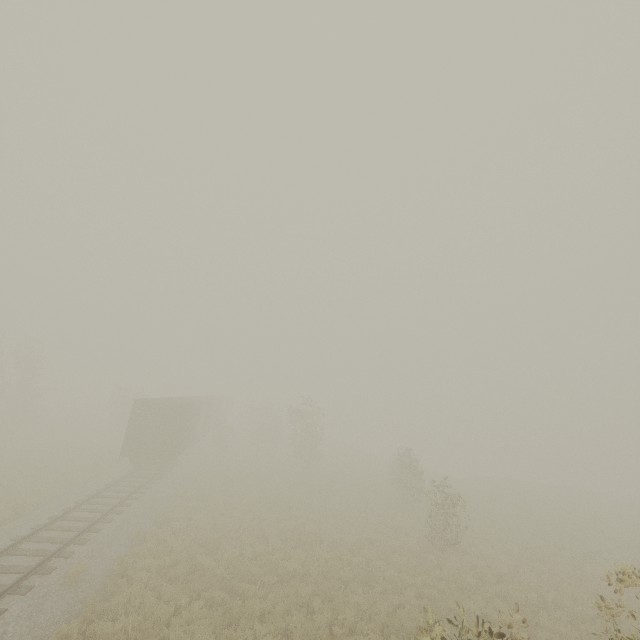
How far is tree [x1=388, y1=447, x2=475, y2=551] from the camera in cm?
1622

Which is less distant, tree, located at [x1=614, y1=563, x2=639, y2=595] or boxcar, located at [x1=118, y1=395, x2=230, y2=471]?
tree, located at [x1=614, y1=563, x2=639, y2=595]

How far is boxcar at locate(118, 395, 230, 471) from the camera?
21.6m

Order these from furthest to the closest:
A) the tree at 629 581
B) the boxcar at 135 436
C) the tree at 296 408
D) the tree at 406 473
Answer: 1. the tree at 296 408
2. the boxcar at 135 436
3. the tree at 406 473
4. the tree at 629 581

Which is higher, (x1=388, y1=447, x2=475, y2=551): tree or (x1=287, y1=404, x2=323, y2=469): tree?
(x1=287, y1=404, x2=323, y2=469): tree

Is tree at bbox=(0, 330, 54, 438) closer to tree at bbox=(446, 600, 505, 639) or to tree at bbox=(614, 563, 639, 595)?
tree at bbox=(614, 563, 639, 595)

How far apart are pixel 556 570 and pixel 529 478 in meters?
37.5

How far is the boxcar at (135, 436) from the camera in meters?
21.6
